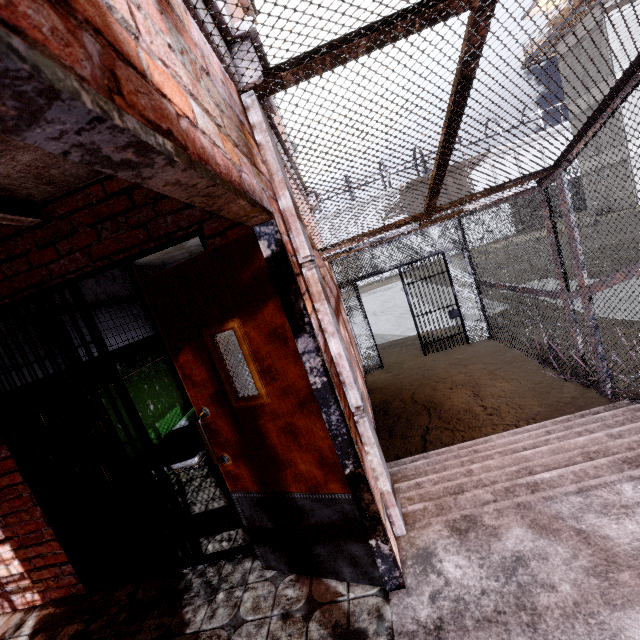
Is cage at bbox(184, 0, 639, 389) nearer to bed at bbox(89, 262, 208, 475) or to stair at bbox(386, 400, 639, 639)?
stair at bbox(386, 400, 639, 639)

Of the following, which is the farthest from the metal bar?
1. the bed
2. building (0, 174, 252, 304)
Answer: the bed

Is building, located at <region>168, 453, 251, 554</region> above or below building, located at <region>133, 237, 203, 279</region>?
below

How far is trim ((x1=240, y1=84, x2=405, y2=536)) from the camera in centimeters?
180cm

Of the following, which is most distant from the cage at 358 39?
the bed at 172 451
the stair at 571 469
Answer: the bed at 172 451

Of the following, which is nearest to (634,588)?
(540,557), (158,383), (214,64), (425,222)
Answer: (540,557)

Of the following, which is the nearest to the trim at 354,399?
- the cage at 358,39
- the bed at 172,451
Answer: the cage at 358,39

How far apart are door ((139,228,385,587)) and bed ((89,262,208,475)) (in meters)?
1.26
